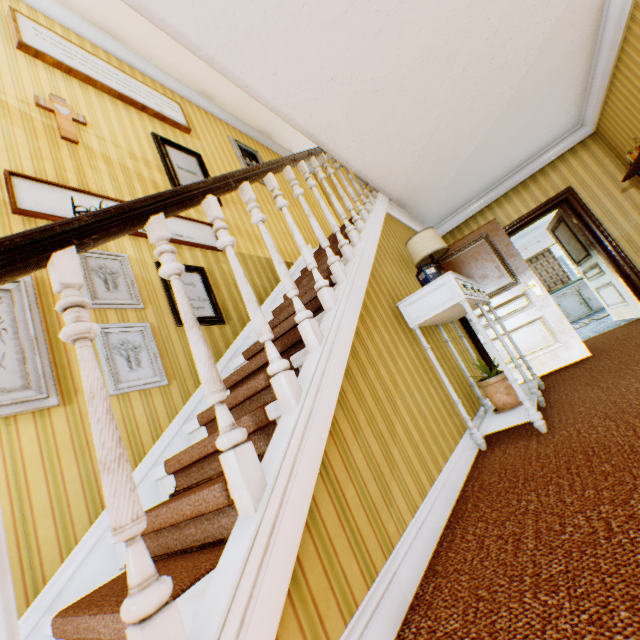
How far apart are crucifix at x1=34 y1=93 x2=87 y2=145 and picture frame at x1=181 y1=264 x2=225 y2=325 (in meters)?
1.48

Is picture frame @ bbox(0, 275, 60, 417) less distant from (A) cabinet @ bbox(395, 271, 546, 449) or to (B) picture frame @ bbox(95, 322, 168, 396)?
(B) picture frame @ bbox(95, 322, 168, 396)

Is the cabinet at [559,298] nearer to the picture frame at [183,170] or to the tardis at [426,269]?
the tardis at [426,269]

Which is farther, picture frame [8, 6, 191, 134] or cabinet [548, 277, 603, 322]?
cabinet [548, 277, 603, 322]

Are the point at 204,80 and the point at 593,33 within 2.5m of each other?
no

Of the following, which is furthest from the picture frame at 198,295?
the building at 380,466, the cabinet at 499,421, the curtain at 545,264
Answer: the curtain at 545,264

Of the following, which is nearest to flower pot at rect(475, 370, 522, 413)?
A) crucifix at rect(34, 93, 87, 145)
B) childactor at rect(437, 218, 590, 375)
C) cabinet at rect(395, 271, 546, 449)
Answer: cabinet at rect(395, 271, 546, 449)

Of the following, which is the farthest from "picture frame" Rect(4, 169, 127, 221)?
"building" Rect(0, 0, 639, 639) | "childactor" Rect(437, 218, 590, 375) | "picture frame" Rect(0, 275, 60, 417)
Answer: "childactor" Rect(437, 218, 590, 375)
